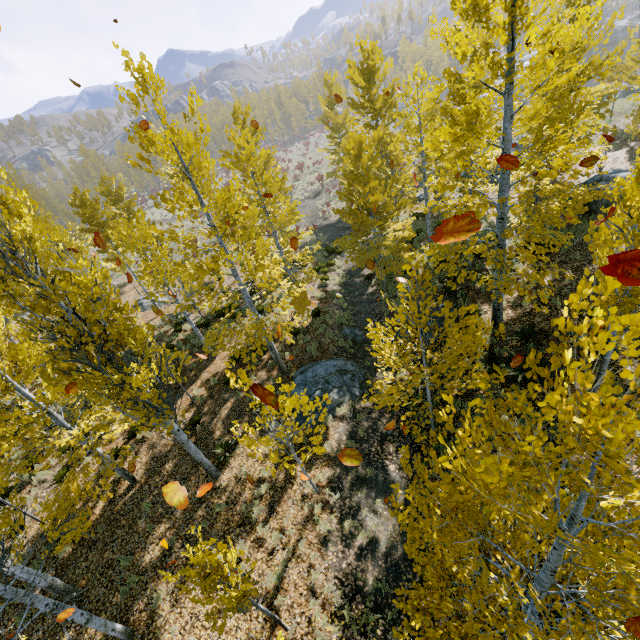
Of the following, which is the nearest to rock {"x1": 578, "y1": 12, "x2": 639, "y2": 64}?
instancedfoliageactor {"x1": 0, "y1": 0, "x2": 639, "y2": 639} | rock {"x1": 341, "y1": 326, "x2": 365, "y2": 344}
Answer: instancedfoliageactor {"x1": 0, "y1": 0, "x2": 639, "y2": 639}

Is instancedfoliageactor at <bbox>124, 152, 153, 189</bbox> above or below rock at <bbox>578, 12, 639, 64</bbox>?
above

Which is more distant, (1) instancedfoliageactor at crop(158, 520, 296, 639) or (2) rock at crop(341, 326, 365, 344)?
(2) rock at crop(341, 326, 365, 344)

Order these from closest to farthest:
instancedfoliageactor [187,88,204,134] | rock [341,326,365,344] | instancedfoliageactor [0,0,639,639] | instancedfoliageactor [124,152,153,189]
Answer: instancedfoliageactor [0,0,639,639] < instancedfoliageactor [187,88,204,134] < instancedfoliageactor [124,152,153,189] < rock [341,326,365,344]

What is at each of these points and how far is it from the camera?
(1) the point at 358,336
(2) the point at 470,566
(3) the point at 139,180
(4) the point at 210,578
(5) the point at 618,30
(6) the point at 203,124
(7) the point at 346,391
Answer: (1) rock, 14.41m
(2) instancedfoliageactor, 4.03m
(3) instancedfoliageactor, 56.12m
(4) instancedfoliageactor, 4.62m
(5) rock, 47.41m
(6) instancedfoliageactor, 7.71m
(7) rock, 11.63m

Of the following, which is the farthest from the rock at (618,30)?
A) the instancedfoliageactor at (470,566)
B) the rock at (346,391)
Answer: the rock at (346,391)

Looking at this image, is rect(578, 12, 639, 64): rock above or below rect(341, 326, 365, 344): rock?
above

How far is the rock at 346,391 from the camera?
11.1 meters
